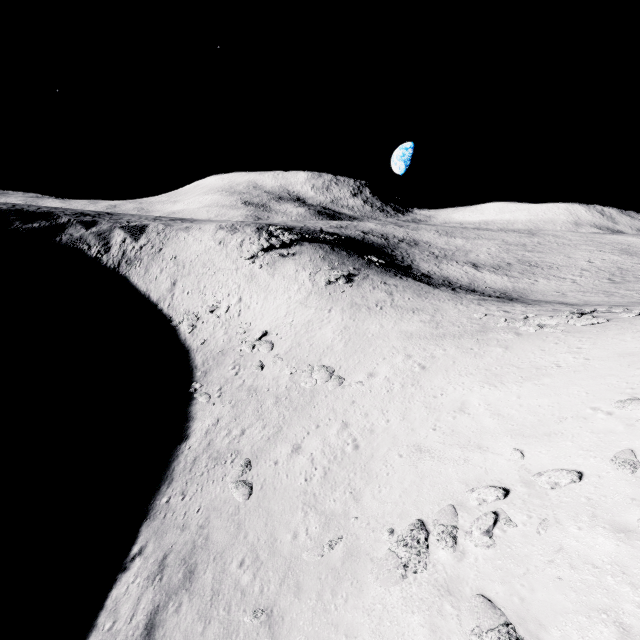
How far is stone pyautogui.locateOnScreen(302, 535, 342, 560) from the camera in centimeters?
1194cm

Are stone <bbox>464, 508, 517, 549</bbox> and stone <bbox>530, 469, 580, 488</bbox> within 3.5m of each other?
yes

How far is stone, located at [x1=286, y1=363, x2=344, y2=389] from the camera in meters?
25.0

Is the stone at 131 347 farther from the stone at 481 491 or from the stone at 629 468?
the stone at 629 468

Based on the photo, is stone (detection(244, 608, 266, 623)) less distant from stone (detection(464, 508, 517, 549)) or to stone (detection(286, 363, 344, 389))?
stone (detection(464, 508, 517, 549))

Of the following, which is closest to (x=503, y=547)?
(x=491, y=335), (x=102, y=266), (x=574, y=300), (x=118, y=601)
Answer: (x=118, y=601)

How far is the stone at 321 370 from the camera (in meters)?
25.05

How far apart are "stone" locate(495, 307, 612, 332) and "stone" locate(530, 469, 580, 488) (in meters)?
14.47
